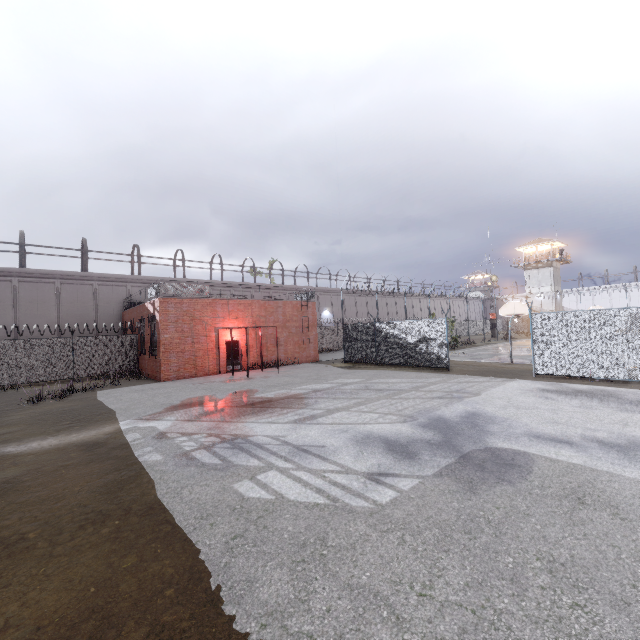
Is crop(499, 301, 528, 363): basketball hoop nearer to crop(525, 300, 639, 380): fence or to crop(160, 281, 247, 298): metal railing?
crop(525, 300, 639, 380): fence

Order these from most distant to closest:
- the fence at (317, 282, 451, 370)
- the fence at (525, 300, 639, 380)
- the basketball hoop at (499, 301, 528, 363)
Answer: the basketball hoop at (499, 301, 528, 363), the fence at (317, 282, 451, 370), the fence at (525, 300, 639, 380)

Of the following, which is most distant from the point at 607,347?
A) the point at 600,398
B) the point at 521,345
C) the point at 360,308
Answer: the point at 360,308

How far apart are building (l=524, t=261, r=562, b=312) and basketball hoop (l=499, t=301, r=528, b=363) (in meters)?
39.61

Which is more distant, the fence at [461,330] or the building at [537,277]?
the building at [537,277]

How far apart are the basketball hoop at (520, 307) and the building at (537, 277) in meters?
39.6

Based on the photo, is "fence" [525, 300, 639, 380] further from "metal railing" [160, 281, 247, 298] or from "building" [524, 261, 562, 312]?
"building" [524, 261, 562, 312]

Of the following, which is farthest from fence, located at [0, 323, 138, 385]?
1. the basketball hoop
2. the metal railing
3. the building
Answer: the building
